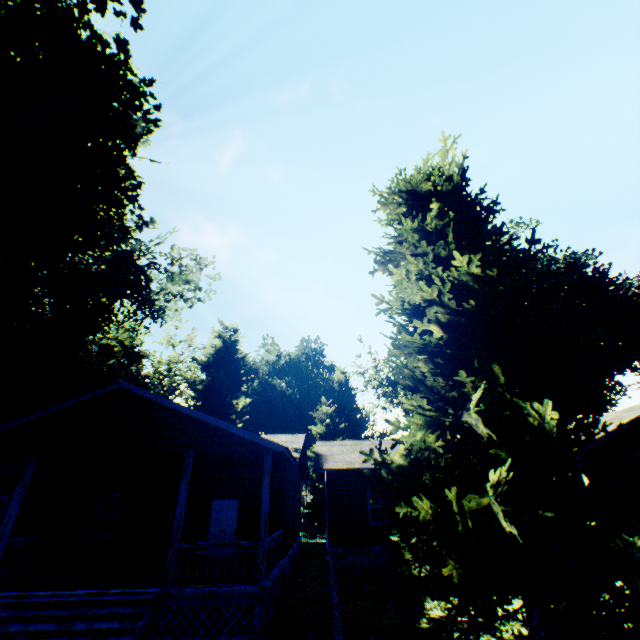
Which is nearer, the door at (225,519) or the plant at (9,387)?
the door at (225,519)

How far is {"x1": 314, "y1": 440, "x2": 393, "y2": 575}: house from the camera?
15.4 meters

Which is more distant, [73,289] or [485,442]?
[73,289]

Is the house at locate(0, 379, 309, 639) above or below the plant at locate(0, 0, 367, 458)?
below

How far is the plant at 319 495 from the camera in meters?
36.9

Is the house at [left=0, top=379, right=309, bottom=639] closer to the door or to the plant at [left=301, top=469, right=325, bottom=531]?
the door
